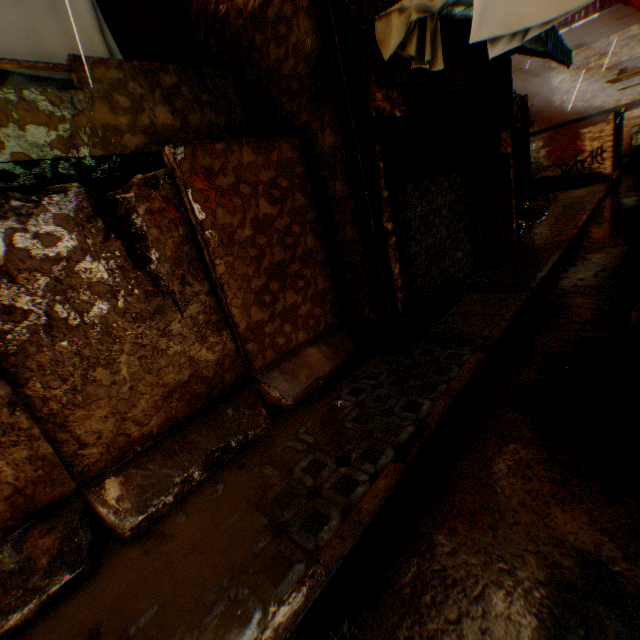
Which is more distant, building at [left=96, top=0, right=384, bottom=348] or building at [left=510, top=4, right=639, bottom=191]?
building at [left=510, top=4, right=639, bottom=191]

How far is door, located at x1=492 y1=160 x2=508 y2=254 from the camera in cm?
815

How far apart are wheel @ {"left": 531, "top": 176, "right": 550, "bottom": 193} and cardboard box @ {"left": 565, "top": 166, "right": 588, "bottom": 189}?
0.4m

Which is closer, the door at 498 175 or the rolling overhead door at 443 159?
the rolling overhead door at 443 159

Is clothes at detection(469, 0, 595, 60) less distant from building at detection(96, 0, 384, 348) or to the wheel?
building at detection(96, 0, 384, 348)

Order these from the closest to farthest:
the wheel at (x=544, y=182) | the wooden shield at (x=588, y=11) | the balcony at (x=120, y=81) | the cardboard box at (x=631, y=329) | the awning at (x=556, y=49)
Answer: the balcony at (x=120, y=81) < the cardboard box at (x=631, y=329) < the awning at (x=556, y=49) < the wooden shield at (x=588, y=11) < the wheel at (x=544, y=182)

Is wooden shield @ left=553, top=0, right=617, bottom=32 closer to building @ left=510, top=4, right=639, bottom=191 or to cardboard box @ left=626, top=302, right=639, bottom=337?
building @ left=510, top=4, right=639, bottom=191

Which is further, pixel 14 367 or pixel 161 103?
pixel 161 103
